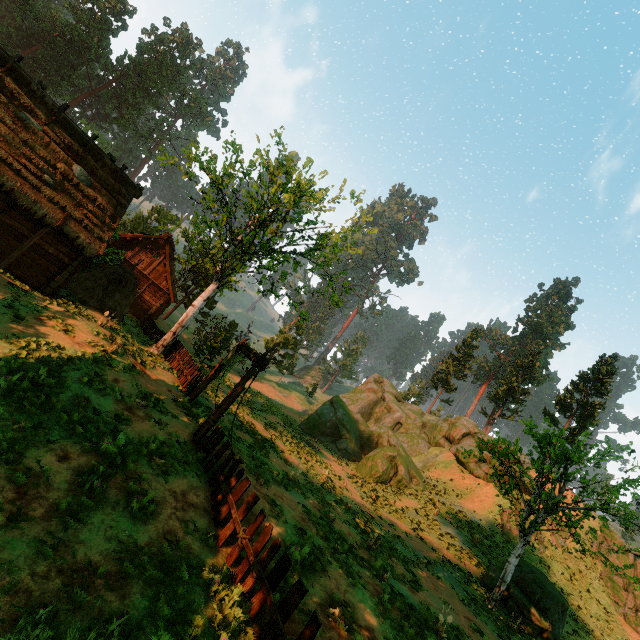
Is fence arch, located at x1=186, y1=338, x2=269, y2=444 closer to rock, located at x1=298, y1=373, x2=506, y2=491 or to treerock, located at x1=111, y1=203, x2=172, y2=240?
treerock, located at x1=111, y1=203, x2=172, y2=240

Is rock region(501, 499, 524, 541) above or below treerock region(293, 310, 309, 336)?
below

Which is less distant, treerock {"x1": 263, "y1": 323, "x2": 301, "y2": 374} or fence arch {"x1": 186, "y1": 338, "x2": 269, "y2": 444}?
fence arch {"x1": 186, "y1": 338, "x2": 269, "y2": 444}

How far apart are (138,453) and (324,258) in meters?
17.2 m

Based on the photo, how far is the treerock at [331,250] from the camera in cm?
1792

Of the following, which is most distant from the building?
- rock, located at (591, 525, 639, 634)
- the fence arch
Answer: rock, located at (591, 525, 639, 634)

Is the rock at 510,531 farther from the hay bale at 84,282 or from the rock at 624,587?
the hay bale at 84,282

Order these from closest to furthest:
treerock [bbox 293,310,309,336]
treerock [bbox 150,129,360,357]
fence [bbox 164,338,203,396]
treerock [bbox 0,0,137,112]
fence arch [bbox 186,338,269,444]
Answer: fence arch [bbox 186,338,269,444], fence [bbox 164,338,203,396], treerock [bbox 150,129,360,357], treerock [bbox 293,310,309,336], treerock [bbox 0,0,137,112]
